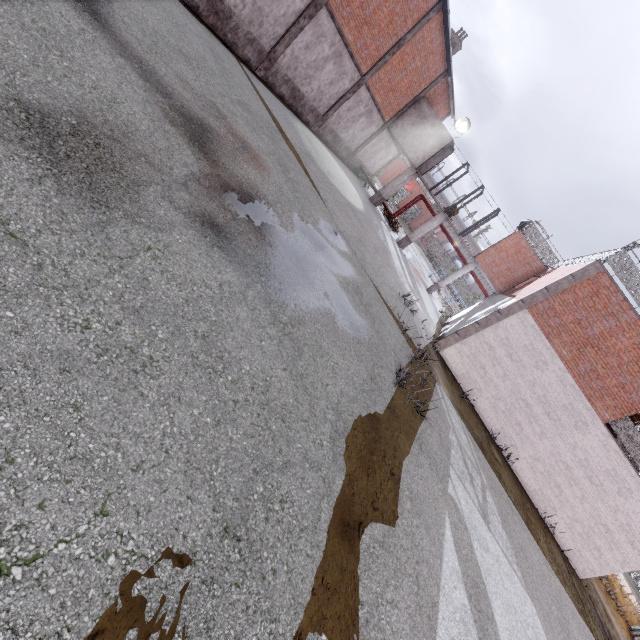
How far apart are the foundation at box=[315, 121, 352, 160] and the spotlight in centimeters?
728cm

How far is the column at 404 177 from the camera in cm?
2473

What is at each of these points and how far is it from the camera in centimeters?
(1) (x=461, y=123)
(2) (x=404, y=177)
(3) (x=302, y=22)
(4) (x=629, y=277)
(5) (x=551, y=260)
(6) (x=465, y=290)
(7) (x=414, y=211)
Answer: (1) spotlight, 2277cm
(2) column, 2481cm
(3) column, 1380cm
(4) metal railing, 1255cm
(5) metal railing, 2094cm
(6) fence, 5900cm
(7) fence, 4869cm

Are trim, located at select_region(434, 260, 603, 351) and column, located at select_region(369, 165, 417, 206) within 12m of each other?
no

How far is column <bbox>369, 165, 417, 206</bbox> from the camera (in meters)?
24.73

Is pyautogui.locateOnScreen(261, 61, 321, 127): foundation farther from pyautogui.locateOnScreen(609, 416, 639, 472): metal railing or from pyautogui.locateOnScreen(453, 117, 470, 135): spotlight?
pyautogui.locateOnScreen(609, 416, 639, 472): metal railing

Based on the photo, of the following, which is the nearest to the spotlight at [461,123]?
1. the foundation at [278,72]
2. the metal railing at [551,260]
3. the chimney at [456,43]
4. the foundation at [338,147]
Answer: the chimney at [456,43]

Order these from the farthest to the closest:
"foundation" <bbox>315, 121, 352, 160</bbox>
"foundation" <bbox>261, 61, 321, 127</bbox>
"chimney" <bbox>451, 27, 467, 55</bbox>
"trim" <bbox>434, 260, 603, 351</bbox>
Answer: "chimney" <bbox>451, 27, 467, 55</bbox> → "foundation" <bbox>315, 121, 352, 160</bbox> → "foundation" <bbox>261, 61, 321, 127</bbox> → "trim" <bbox>434, 260, 603, 351</bbox>
